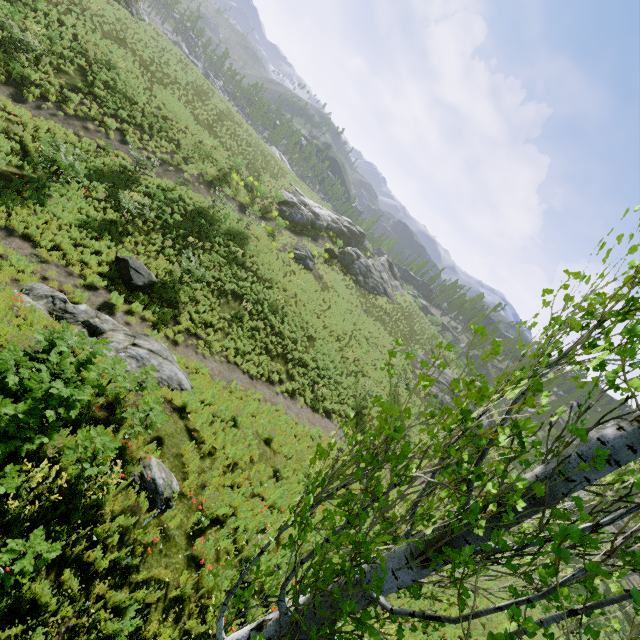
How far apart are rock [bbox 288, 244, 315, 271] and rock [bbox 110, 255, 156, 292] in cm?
1542

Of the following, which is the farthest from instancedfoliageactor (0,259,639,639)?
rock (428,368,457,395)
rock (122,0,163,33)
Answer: rock (122,0,163,33)

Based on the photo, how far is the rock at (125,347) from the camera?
9.01m

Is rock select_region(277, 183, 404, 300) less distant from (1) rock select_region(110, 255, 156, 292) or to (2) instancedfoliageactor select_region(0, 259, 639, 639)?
(2) instancedfoliageactor select_region(0, 259, 639, 639)

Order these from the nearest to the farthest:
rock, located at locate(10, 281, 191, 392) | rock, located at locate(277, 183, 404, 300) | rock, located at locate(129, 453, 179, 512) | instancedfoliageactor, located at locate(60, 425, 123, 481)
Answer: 1. instancedfoliageactor, located at locate(60, 425, 123, 481)
2. rock, located at locate(129, 453, 179, 512)
3. rock, located at locate(10, 281, 191, 392)
4. rock, located at locate(277, 183, 404, 300)

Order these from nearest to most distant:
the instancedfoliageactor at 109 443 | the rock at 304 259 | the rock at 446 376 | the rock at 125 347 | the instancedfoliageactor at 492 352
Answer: the instancedfoliageactor at 492 352, the instancedfoliageactor at 109 443, the rock at 125 347, the rock at 304 259, the rock at 446 376

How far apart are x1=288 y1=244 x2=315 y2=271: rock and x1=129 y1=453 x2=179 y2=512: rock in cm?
2266

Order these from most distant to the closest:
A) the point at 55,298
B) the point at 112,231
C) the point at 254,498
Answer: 1. the point at 112,231
2. the point at 55,298
3. the point at 254,498
